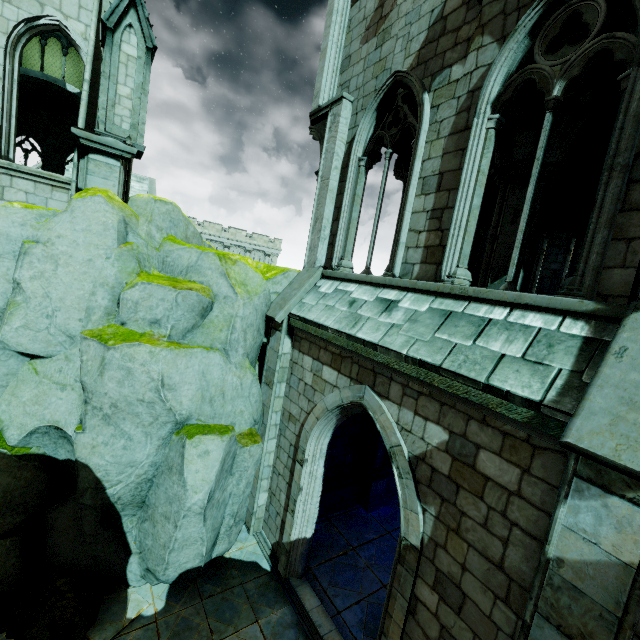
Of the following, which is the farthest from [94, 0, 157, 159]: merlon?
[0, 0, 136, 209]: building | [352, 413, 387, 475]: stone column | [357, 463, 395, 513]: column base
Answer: [357, 463, 395, 513]: column base

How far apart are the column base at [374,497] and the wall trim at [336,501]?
0.01m

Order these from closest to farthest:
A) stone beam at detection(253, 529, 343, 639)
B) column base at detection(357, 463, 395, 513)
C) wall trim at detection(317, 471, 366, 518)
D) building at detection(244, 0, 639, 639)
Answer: building at detection(244, 0, 639, 639), stone beam at detection(253, 529, 343, 639), wall trim at detection(317, 471, 366, 518), column base at detection(357, 463, 395, 513)

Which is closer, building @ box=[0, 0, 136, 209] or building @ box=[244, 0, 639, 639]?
building @ box=[244, 0, 639, 639]

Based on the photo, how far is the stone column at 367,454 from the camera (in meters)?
10.74

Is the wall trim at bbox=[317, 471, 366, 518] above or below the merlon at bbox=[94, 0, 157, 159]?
below

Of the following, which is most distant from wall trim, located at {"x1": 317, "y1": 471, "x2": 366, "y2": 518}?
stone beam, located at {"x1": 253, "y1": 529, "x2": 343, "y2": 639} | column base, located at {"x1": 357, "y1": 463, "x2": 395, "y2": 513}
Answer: stone beam, located at {"x1": 253, "y1": 529, "x2": 343, "y2": 639}

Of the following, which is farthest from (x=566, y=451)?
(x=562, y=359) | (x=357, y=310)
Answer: (x=357, y=310)
